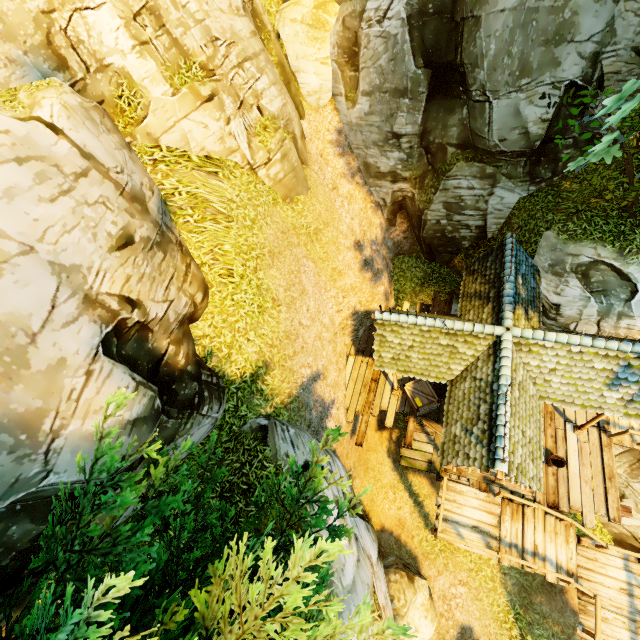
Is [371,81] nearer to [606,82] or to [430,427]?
[606,82]

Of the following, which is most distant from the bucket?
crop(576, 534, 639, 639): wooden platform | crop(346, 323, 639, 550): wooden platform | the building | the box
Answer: the box

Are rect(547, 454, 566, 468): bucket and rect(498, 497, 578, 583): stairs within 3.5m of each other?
yes

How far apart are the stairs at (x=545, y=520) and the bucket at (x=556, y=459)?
1.41m

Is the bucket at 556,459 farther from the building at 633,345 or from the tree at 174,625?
the tree at 174,625

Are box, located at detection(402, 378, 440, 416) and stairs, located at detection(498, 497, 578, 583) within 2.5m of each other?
no

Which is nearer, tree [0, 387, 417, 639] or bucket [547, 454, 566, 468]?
tree [0, 387, 417, 639]

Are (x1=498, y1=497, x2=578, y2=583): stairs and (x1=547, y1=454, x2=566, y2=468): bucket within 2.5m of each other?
yes
